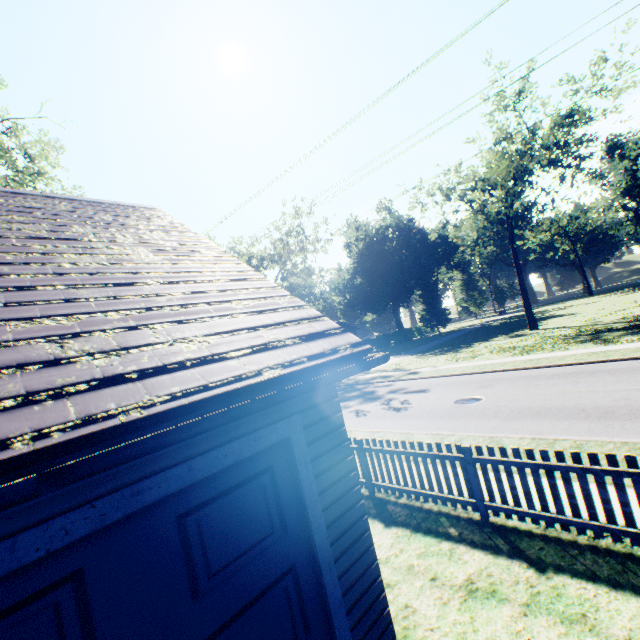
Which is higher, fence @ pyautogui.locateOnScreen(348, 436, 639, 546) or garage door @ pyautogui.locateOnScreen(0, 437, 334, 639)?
garage door @ pyautogui.locateOnScreen(0, 437, 334, 639)

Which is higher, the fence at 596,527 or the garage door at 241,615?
the garage door at 241,615

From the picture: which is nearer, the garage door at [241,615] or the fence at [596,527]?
the garage door at [241,615]

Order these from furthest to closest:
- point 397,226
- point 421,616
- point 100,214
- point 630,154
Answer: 1. point 397,226
2. point 630,154
3. point 100,214
4. point 421,616

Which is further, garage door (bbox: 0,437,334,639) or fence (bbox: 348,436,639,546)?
fence (bbox: 348,436,639,546)
